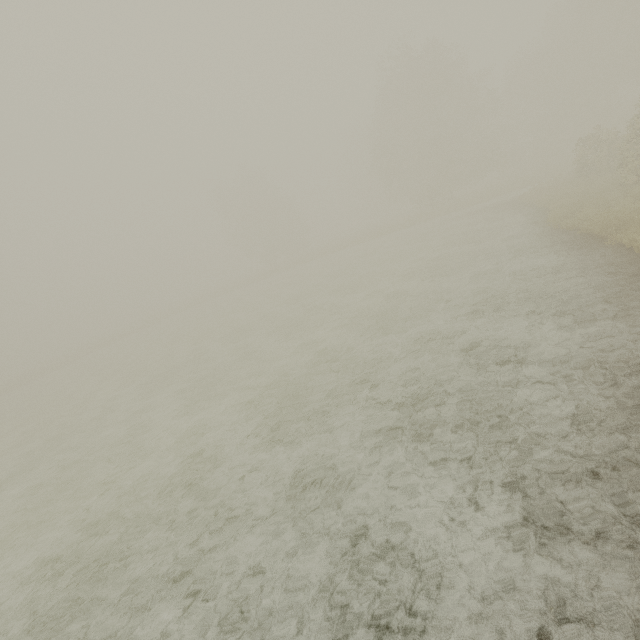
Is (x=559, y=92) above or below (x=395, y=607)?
above
